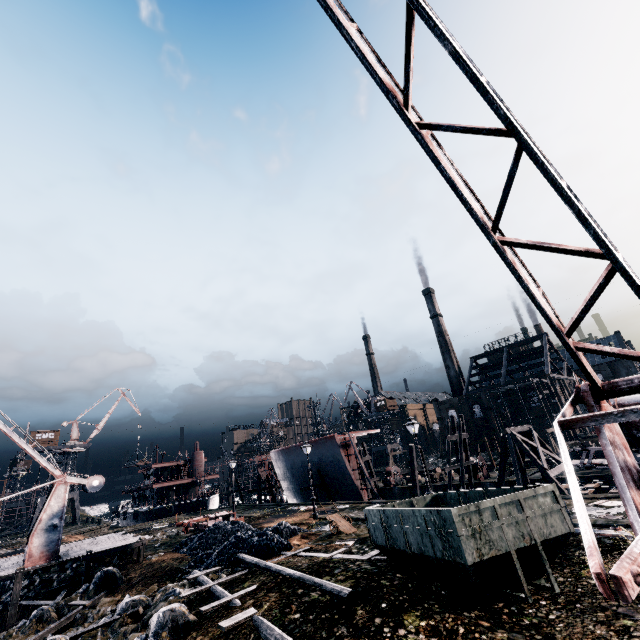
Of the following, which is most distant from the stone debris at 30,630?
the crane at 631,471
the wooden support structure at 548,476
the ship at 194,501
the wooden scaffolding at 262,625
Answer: the ship at 194,501

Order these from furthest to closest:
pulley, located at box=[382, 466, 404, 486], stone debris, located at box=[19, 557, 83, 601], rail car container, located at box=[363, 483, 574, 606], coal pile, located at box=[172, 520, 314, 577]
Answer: pulley, located at box=[382, 466, 404, 486] < stone debris, located at box=[19, 557, 83, 601] < coal pile, located at box=[172, 520, 314, 577] < rail car container, located at box=[363, 483, 574, 606]

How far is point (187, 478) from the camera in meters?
59.6

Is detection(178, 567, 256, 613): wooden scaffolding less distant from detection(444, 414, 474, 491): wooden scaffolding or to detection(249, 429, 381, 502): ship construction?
detection(249, 429, 381, 502): ship construction

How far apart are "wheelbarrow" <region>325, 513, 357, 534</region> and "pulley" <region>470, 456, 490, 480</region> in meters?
22.4 m

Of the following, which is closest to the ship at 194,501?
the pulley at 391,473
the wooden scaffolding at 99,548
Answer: the wooden scaffolding at 99,548

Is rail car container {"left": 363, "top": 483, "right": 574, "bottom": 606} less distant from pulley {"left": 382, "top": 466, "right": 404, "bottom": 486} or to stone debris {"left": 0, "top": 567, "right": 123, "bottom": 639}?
stone debris {"left": 0, "top": 567, "right": 123, "bottom": 639}

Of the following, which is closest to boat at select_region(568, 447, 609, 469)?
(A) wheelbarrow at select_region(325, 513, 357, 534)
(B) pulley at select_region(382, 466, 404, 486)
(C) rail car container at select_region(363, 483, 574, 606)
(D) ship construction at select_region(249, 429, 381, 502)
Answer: (D) ship construction at select_region(249, 429, 381, 502)
